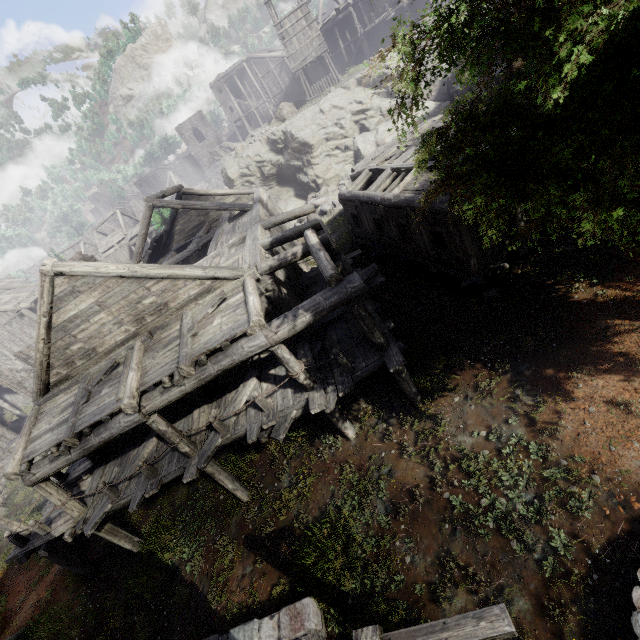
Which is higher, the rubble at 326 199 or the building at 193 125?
the building at 193 125

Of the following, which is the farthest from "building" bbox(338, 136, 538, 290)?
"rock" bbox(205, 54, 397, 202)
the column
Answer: the column

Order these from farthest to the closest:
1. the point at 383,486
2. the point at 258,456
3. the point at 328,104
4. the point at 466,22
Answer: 1. the point at 328,104
2. the point at 258,456
3. the point at 383,486
4. the point at 466,22

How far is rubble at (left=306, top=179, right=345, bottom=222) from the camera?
24.2 meters

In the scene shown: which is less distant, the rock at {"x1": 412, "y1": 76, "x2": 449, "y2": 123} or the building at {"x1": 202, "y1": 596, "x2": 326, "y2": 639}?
the building at {"x1": 202, "y1": 596, "x2": 326, "y2": 639}

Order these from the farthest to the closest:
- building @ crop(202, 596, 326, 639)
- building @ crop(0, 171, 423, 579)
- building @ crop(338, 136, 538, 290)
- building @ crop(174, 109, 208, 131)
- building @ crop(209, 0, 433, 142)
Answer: building @ crop(174, 109, 208, 131), building @ crop(209, 0, 433, 142), building @ crop(338, 136, 538, 290), building @ crop(0, 171, 423, 579), building @ crop(202, 596, 326, 639)

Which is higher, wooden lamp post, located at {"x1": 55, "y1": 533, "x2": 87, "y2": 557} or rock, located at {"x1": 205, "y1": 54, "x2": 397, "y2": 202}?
rock, located at {"x1": 205, "y1": 54, "x2": 397, "y2": 202}

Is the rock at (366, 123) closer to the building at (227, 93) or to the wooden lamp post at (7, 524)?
the building at (227, 93)
